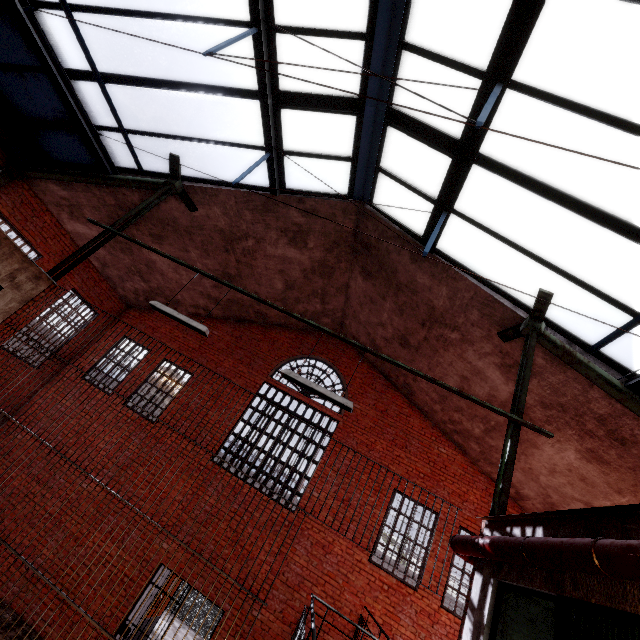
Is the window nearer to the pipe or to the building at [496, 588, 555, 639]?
the building at [496, 588, 555, 639]

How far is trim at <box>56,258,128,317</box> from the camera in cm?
1036

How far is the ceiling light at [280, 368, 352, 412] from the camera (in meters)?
4.56

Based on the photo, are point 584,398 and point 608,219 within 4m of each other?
yes

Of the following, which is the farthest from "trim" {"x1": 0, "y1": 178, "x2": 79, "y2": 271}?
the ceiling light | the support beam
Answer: the ceiling light

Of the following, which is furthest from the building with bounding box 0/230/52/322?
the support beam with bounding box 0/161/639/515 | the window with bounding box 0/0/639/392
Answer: the window with bounding box 0/0/639/392

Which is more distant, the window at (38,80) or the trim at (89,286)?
the trim at (89,286)

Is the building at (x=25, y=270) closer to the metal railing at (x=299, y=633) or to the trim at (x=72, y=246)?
the metal railing at (x=299, y=633)
